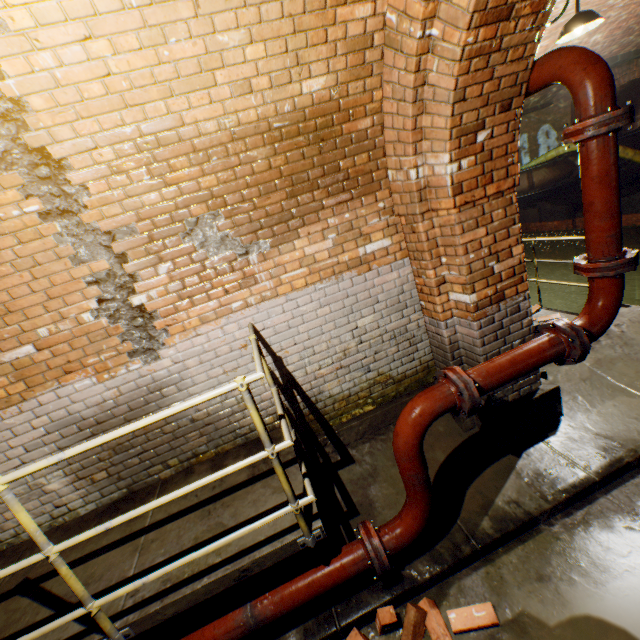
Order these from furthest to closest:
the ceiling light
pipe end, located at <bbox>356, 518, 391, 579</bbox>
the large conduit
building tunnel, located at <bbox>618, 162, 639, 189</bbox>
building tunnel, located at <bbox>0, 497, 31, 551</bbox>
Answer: building tunnel, located at <bbox>618, 162, 639, 189</bbox> → the large conduit → the ceiling light → building tunnel, located at <bbox>0, 497, 31, 551</bbox> → pipe end, located at <bbox>356, 518, 391, 579</bbox>

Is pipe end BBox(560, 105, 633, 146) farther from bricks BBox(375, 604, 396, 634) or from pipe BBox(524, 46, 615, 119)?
bricks BBox(375, 604, 396, 634)

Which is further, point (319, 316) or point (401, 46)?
point (319, 316)

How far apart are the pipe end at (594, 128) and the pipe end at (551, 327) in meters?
1.3

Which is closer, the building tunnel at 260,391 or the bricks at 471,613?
the bricks at 471,613

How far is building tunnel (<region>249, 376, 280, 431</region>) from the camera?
3.4 meters

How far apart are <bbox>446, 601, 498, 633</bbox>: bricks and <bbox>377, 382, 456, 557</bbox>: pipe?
0.3m

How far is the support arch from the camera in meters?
14.0 m
